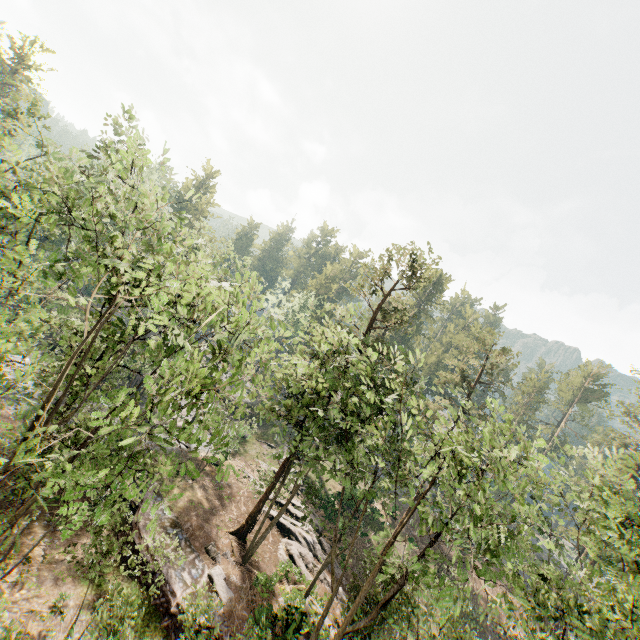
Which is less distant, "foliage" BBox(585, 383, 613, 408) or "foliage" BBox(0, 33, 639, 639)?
"foliage" BBox(0, 33, 639, 639)

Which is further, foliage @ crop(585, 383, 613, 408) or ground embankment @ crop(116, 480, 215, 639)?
foliage @ crop(585, 383, 613, 408)

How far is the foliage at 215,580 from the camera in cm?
1919

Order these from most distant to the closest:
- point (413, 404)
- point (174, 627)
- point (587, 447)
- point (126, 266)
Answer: point (587, 447)
point (174, 627)
point (413, 404)
point (126, 266)

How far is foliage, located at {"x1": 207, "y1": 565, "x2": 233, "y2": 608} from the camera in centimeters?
1919cm

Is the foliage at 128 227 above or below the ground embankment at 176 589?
above

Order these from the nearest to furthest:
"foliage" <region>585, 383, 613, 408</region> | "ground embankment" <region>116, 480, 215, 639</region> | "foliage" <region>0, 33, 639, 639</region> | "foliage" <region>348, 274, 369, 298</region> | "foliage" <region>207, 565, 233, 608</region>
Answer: "foliage" <region>0, 33, 639, 639</region>
"ground embankment" <region>116, 480, 215, 639</region>
"foliage" <region>207, 565, 233, 608</region>
"foliage" <region>348, 274, 369, 298</region>
"foliage" <region>585, 383, 613, 408</region>
